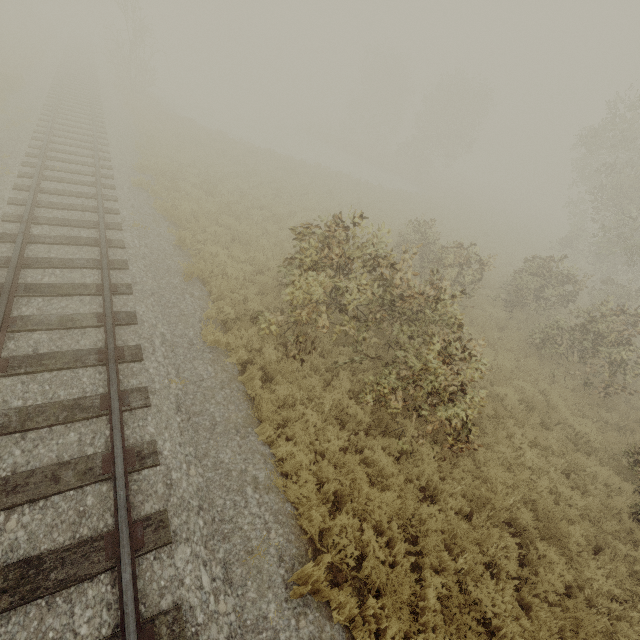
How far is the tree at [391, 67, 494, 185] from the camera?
35.2m

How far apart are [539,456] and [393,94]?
51.5m

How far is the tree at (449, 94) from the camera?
35.2 meters
